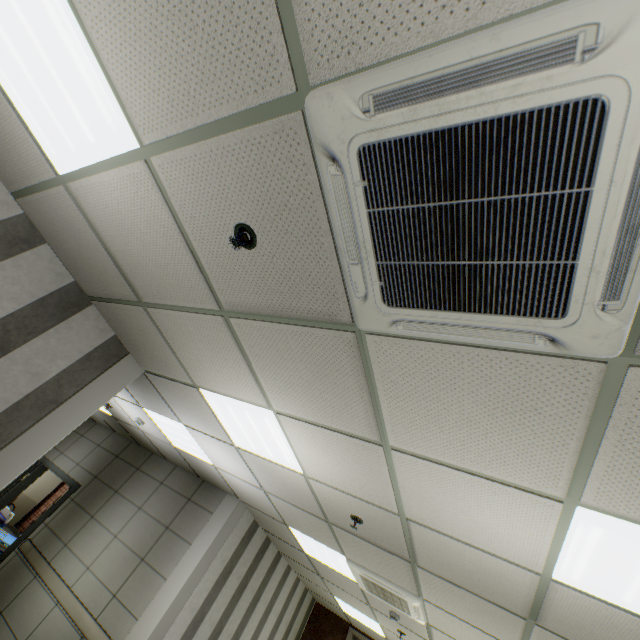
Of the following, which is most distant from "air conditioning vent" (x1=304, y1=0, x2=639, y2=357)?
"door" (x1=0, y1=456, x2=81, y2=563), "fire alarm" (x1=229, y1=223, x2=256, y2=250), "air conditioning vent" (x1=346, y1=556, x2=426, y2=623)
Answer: "door" (x1=0, y1=456, x2=81, y2=563)

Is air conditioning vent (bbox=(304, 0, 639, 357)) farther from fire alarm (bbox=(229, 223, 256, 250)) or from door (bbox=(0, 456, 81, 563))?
door (bbox=(0, 456, 81, 563))

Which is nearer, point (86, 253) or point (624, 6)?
point (624, 6)

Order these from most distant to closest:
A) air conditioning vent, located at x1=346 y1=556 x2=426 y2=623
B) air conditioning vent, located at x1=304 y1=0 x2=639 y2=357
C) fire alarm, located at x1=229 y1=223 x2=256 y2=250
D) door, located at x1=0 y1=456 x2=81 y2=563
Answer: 1. door, located at x1=0 y1=456 x2=81 y2=563
2. air conditioning vent, located at x1=346 y1=556 x2=426 y2=623
3. fire alarm, located at x1=229 y1=223 x2=256 y2=250
4. air conditioning vent, located at x1=304 y1=0 x2=639 y2=357

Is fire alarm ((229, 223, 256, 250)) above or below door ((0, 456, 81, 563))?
above

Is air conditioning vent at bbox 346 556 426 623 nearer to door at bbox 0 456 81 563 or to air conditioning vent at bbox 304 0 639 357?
air conditioning vent at bbox 304 0 639 357

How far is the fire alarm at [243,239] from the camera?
1.58m

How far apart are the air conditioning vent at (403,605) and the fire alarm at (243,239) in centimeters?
445cm
